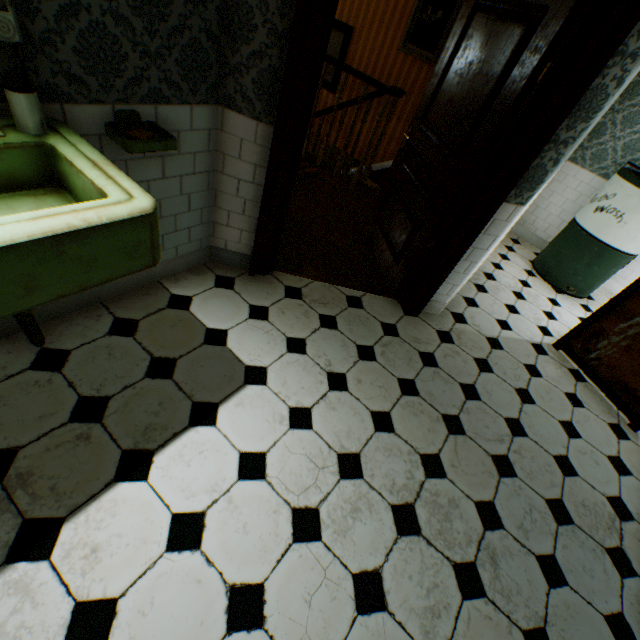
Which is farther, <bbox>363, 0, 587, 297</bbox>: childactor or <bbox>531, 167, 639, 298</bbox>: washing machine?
<bbox>531, 167, 639, 298</bbox>: washing machine

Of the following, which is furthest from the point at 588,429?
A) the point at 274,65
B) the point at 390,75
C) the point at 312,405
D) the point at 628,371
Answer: the point at 390,75

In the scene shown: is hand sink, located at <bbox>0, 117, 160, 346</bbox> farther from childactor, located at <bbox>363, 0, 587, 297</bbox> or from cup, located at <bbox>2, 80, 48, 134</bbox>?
childactor, located at <bbox>363, 0, 587, 297</bbox>

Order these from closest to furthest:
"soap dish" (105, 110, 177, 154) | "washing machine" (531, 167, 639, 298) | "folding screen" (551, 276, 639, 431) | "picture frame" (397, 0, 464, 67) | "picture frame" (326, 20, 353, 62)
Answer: "soap dish" (105, 110, 177, 154), "folding screen" (551, 276, 639, 431), "washing machine" (531, 167, 639, 298), "picture frame" (397, 0, 464, 67), "picture frame" (326, 20, 353, 62)

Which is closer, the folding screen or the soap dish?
the soap dish

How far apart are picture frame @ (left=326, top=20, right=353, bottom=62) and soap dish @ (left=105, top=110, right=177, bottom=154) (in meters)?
5.68

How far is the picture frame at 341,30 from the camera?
5.57m
